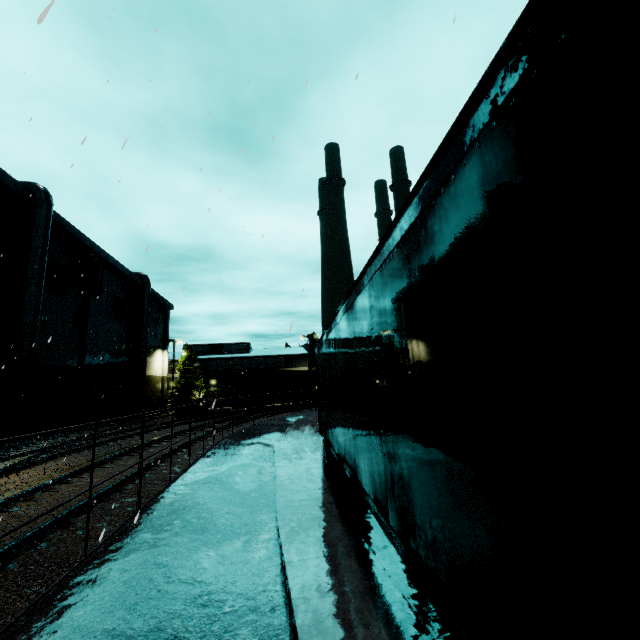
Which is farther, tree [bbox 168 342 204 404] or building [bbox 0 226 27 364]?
tree [bbox 168 342 204 404]

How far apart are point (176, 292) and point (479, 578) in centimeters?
921cm

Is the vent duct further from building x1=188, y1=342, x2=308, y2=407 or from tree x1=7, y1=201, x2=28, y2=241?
tree x1=7, y1=201, x2=28, y2=241

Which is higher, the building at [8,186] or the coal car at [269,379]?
the building at [8,186]

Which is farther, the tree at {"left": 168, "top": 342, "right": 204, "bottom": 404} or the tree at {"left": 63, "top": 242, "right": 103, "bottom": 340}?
the tree at {"left": 168, "top": 342, "right": 204, "bottom": 404}

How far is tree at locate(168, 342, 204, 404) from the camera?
44.4m

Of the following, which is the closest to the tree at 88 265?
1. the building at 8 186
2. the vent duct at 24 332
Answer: the building at 8 186
